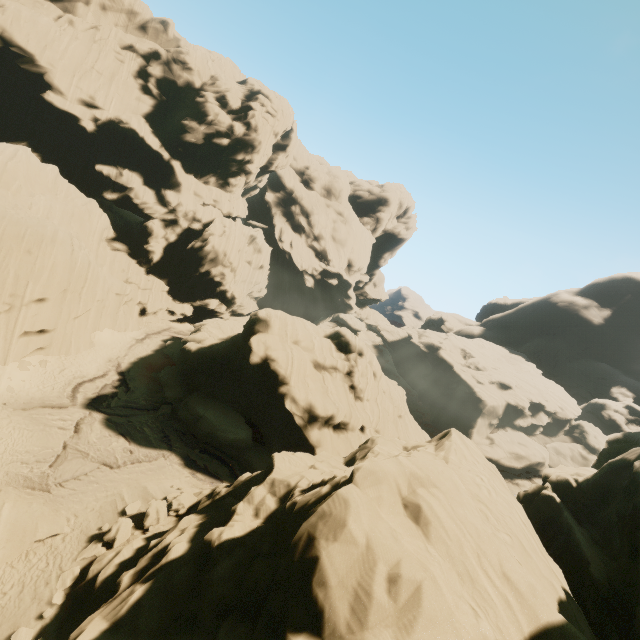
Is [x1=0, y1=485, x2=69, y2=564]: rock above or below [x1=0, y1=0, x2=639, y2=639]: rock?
below

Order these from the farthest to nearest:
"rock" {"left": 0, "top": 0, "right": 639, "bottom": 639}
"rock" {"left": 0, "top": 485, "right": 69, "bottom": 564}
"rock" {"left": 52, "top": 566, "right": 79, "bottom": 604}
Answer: "rock" {"left": 0, "top": 485, "right": 69, "bottom": 564}, "rock" {"left": 52, "top": 566, "right": 79, "bottom": 604}, "rock" {"left": 0, "top": 0, "right": 639, "bottom": 639}

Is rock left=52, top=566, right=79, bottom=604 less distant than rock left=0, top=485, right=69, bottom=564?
Yes

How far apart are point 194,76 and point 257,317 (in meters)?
Answer: 42.99

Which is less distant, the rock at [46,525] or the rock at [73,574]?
the rock at [73,574]

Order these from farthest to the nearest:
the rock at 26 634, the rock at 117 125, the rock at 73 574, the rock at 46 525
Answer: the rock at 46 525, the rock at 73 574, the rock at 26 634, the rock at 117 125
